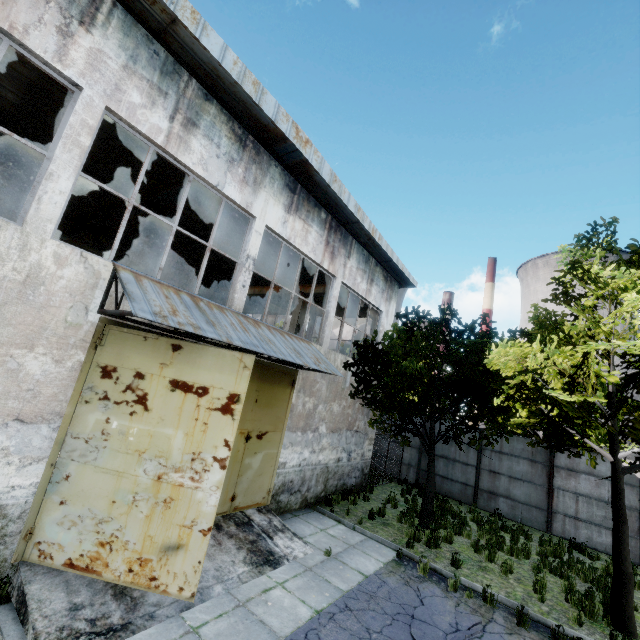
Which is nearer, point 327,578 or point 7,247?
point 7,247

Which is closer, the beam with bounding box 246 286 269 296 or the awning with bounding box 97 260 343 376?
the awning with bounding box 97 260 343 376

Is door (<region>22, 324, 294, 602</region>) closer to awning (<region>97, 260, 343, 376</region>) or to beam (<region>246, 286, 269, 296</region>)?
awning (<region>97, 260, 343, 376</region>)

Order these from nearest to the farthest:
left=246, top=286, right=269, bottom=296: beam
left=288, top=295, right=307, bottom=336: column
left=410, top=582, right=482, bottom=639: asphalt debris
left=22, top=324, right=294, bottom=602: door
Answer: left=22, top=324, right=294, bottom=602: door, left=410, top=582, right=482, bottom=639: asphalt debris, left=288, top=295, right=307, bottom=336: column, left=246, top=286, right=269, bottom=296: beam

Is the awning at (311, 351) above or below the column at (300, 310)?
below

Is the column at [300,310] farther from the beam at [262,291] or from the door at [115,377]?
the door at [115,377]

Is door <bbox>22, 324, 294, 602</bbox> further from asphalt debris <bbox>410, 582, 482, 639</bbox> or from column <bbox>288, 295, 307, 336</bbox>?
column <bbox>288, 295, 307, 336</bbox>

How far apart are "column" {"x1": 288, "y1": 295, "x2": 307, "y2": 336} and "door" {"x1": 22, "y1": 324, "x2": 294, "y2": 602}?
8.86m
